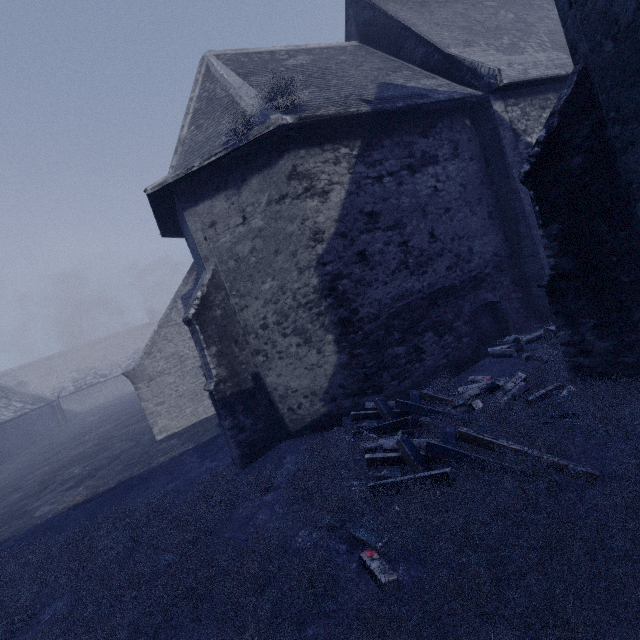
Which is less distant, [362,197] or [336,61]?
[362,197]

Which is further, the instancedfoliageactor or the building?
the building

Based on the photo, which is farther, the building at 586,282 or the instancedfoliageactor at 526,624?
the building at 586,282

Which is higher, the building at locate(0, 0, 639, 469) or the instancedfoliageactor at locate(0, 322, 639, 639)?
the building at locate(0, 0, 639, 469)

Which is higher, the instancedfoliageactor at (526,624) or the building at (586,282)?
the building at (586,282)
